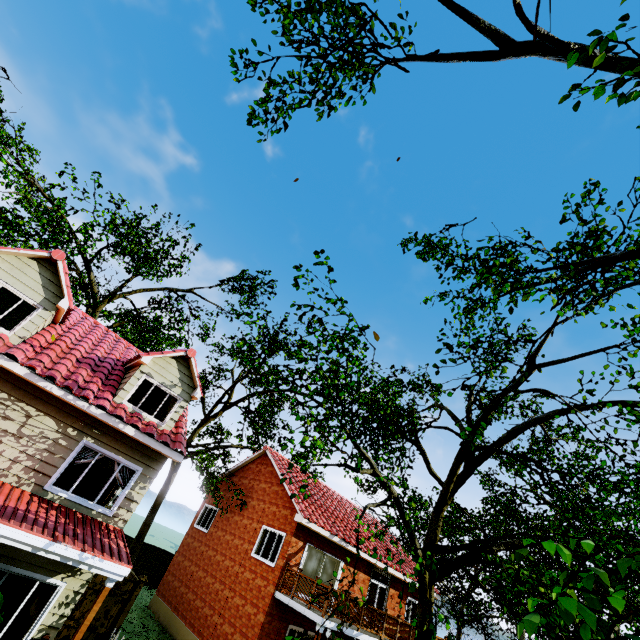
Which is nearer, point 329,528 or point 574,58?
point 574,58

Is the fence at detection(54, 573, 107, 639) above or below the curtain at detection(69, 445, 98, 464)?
below

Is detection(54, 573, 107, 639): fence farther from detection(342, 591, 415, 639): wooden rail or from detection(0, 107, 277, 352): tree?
detection(342, 591, 415, 639): wooden rail

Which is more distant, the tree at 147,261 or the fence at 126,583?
the tree at 147,261

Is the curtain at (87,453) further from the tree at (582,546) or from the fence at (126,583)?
the tree at (582,546)

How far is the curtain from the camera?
9.29m

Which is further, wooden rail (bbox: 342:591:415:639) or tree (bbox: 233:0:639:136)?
wooden rail (bbox: 342:591:415:639)

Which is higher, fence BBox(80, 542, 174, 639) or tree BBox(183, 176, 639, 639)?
tree BBox(183, 176, 639, 639)
